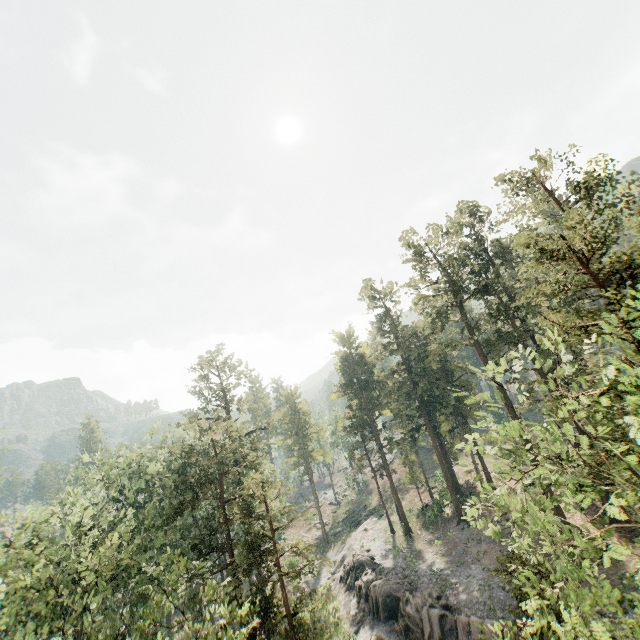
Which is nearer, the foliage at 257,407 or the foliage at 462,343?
the foliage at 462,343

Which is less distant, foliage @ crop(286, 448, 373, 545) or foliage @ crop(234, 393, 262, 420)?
foliage @ crop(234, 393, 262, 420)

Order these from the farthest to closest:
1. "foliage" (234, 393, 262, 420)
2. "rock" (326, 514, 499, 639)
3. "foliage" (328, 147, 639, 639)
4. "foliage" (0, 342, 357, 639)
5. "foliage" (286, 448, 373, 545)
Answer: "foliage" (286, 448, 373, 545) → "foliage" (234, 393, 262, 420) → "rock" (326, 514, 499, 639) → "foliage" (0, 342, 357, 639) → "foliage" (328, 147, 639, 639)

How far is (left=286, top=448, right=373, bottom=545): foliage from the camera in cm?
5603

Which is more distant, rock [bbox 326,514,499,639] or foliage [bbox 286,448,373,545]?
foliage [bbox 286,448,373,545]

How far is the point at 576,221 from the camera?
15.31m

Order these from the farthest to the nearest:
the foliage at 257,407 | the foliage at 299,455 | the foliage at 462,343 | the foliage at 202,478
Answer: the foliage at 299,455 < the foliage at 257,407 < the foliage at 202,478 < the foliage at 462,343
